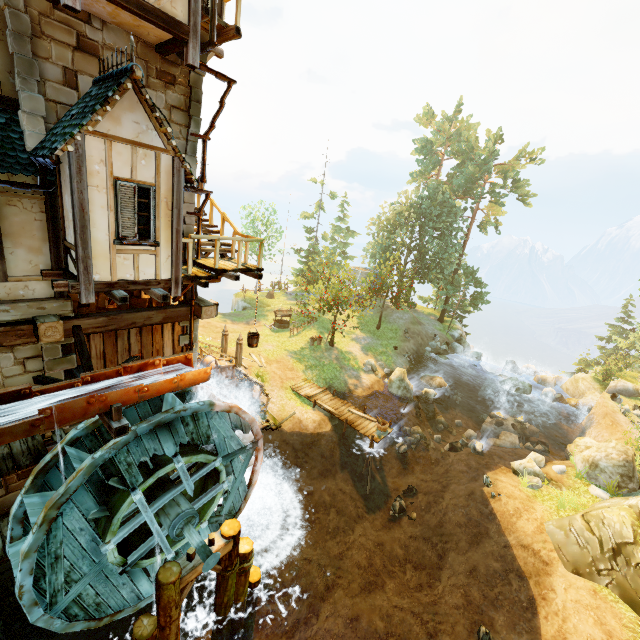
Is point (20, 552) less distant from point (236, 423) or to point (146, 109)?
point (236, 423)

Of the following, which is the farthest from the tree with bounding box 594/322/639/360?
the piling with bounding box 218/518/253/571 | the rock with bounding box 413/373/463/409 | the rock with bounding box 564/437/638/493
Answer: the piling with bounding box 218/518/253/571

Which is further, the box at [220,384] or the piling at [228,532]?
the box at [220,384]

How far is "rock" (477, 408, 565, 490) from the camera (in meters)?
16.53

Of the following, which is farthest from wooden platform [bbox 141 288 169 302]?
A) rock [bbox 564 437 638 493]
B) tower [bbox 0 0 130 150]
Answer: rock [bbox 564 437 638 493]

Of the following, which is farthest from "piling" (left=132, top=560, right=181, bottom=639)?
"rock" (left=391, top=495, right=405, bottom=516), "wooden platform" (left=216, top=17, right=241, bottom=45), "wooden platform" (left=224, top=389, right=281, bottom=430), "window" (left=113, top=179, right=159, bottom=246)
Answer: "wooden platform" (left=216, top=17, right=241, bottom=45)

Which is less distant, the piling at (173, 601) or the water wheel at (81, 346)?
the piling at (173, 601)

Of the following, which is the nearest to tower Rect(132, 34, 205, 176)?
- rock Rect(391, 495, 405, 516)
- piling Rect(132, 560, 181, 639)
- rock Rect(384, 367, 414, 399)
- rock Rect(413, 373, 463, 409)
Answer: piling Rect(132, 560, 181, 639)
